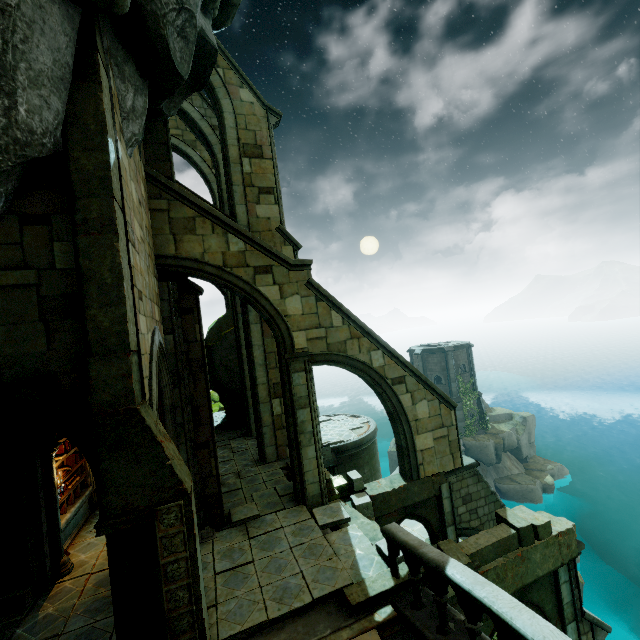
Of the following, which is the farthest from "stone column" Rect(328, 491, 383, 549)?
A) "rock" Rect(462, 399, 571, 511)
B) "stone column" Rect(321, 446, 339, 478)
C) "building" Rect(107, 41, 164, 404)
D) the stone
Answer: "rock" Rect(462, 399, 571, 511)

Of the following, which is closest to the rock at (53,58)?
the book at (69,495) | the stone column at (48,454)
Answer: the book at (69,495)

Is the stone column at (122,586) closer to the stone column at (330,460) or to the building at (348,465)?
the stone column at (330,460)

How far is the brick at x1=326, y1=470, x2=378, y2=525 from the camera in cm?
992

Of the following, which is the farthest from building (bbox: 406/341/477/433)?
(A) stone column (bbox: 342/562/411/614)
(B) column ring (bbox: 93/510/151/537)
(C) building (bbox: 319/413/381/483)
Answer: (B) column ring (bbox: 93/510/151/537)

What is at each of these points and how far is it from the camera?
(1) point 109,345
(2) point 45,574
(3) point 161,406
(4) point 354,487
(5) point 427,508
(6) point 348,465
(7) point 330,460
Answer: (1) stone column, 4.9 meters
(2) archway, 7.6 meters
(3) archway, 8.5 meters
(4) brick, 10.7 meters
(5) arch, 11.3 meters
(6) building, 15.1 meters
(7) stone column, 14.3 meters

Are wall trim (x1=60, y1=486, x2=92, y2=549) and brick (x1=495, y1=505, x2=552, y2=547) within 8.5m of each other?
Result: no

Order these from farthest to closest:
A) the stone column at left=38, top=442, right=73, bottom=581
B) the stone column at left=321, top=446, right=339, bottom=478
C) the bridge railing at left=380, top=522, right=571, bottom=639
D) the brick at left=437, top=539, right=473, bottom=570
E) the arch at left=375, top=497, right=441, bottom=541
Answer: the stone column at left=321, top=446, right=339, bottom=478 < the arch at left=375, top=497, right=441, bottom=541 < the stone column at left=38, top=442, right=73, bottom=581 < the brick at left=437, top=539, right=473, bottom=570 < the bridge railing at left=380, top=522, right=571, bottom=639
